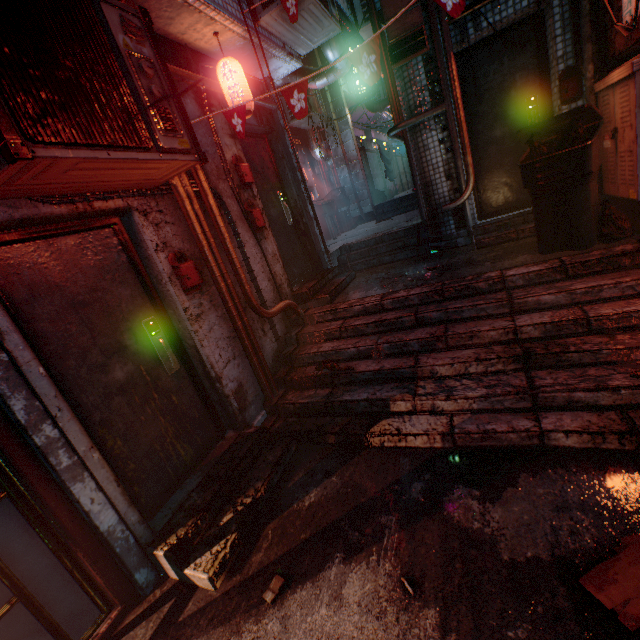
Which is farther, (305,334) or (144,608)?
(305,334)

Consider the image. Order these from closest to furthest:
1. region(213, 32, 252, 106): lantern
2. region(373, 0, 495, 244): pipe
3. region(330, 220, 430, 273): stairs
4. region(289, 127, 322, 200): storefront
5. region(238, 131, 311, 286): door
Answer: region(213, 32, 252, 106): lantern
region(373, 0, 495, 244): pipe
region(238, 131, 311, 286): door
region(330, 220, 430, 273): stairs
region(289, 127, 322, 200): storefront

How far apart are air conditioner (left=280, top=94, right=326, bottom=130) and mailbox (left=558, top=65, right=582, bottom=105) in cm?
470

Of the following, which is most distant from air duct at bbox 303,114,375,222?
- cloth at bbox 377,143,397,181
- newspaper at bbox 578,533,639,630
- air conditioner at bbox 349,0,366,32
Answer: newspaper at bbox 578,533,639,630

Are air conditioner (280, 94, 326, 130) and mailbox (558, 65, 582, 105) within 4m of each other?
no

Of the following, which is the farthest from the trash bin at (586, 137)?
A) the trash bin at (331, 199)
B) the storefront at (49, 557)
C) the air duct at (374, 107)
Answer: the air duct at (374, 107)

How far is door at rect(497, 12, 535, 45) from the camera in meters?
3.6 m

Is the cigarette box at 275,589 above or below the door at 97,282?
below
